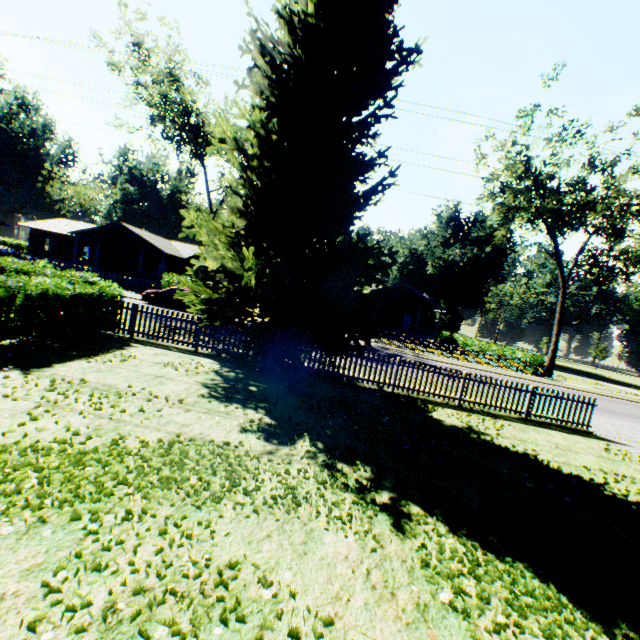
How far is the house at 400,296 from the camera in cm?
3862

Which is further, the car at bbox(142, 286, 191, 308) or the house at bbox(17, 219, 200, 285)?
the house at bbox(17, 219, 200, 285)

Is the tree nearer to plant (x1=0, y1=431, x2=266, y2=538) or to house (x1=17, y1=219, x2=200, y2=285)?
plant (x1=0, y1=431, x2=266, y2=538)

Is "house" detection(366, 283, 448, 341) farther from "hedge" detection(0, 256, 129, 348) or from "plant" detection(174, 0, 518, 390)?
"hedge" detection(0, 256, 129, 348)

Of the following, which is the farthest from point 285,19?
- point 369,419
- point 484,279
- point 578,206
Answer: point 484,279

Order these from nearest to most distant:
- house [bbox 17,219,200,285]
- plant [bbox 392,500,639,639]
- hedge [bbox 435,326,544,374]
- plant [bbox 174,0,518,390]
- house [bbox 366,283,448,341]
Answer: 1. plant [bbox 392,500,639,639]
2. plant [bbox 174,0,518,390]
3. hedge [bbox 435,326,544,374]
4. house [bbox 17,219,200,285]
5. house [bbox 366,283,448,341]

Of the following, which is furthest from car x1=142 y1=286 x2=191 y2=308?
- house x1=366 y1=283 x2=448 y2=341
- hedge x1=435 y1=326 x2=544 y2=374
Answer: hedge x1=435 y1=326 x2=544 y2=374

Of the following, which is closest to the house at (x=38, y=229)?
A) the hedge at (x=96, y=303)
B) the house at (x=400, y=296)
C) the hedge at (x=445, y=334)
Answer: the house at (x=400, y=296)
